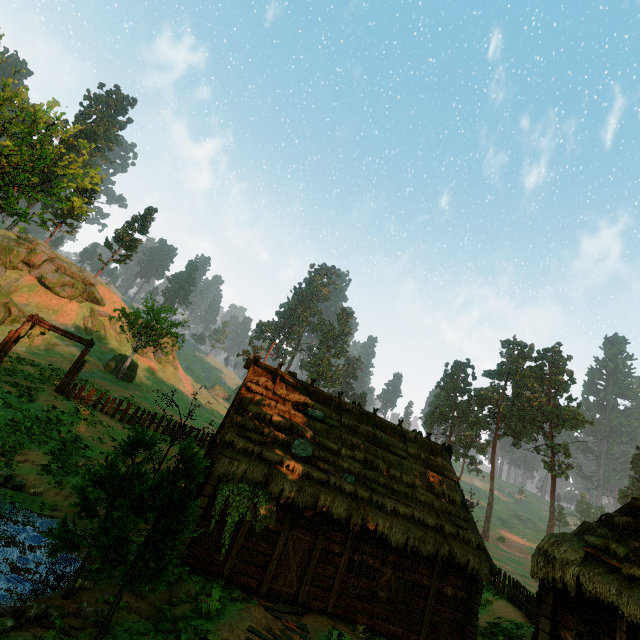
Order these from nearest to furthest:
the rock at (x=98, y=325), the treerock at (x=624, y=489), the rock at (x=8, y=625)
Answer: the rock at (x=8, y=625) < the rock at (x=98, y=325) < the treerock at (x=624, y=489)

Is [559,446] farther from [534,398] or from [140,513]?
[140,513]

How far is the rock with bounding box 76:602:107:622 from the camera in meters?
6.5

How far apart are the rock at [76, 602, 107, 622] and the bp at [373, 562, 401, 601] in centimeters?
937cm

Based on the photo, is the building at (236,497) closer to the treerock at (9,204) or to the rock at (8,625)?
the treerock at (9,204)

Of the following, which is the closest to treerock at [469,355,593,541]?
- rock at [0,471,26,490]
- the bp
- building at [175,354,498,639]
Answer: Result: building at [175,354,498,639]

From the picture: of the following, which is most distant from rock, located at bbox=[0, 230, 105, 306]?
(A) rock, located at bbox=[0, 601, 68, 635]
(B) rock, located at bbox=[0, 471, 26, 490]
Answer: (A) rock, located at bbox=[0, 601, 68, 635]

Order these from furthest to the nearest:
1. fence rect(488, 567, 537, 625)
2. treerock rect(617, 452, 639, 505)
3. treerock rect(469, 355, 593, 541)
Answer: treerock rect(617, 452, 639, 505) < treerock rect(469, 355, 593, 541) < fence rect(488, 567, 537, 625)
